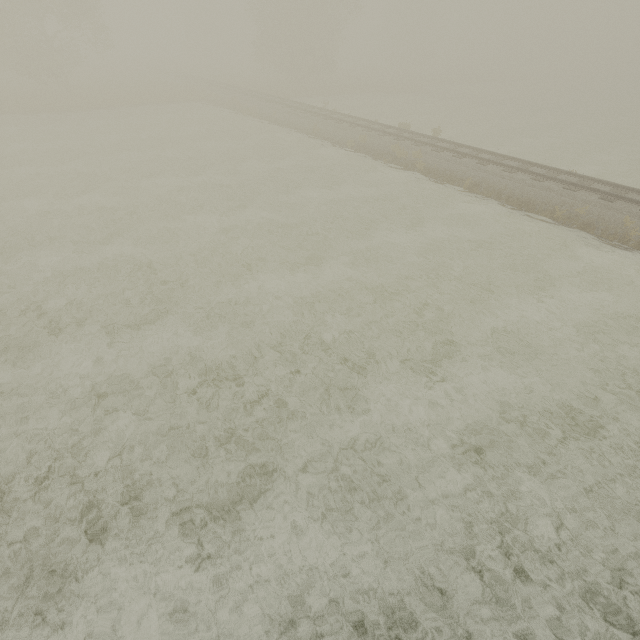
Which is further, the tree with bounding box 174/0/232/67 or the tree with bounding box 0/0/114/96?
the tree with bounding box 174/0/232/67

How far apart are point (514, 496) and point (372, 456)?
2.5 meters

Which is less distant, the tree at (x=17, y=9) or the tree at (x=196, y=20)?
the tree at (x=17, y=9)
